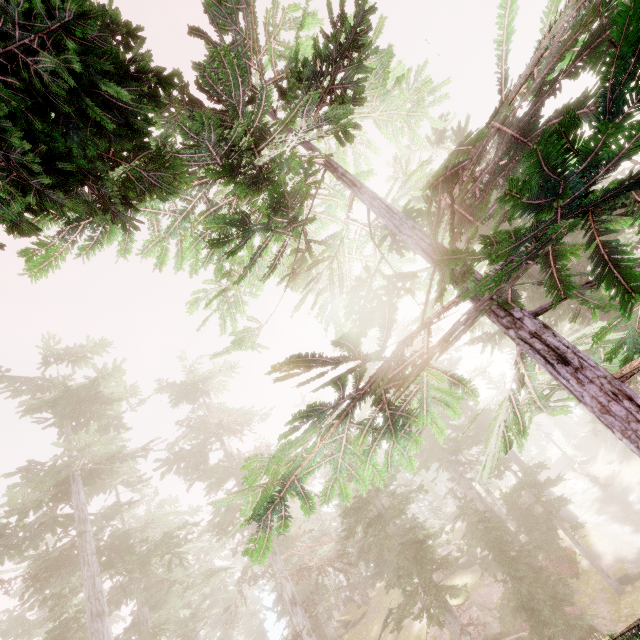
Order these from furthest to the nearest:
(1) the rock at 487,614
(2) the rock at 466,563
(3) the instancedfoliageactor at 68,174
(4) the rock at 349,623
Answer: (4) the rock at 349,623 → (2) the rock at 466,563 → (1) the rock at 487,614 → (3) the instancedfoliageactor at 68,174

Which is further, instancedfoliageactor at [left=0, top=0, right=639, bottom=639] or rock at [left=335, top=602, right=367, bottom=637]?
rock at [left=335, top=602, right=367, bottom=637]

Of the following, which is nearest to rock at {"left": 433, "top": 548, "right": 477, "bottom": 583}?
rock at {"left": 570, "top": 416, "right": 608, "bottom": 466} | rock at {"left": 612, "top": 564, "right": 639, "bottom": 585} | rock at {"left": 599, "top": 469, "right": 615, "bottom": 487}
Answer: rock at {"left": 612, "top": 564, "right": 639, "bottom": 585}

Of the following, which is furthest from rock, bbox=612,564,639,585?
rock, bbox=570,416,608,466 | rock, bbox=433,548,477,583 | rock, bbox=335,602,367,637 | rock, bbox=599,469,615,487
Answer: rock, bbox=570,416,608,466

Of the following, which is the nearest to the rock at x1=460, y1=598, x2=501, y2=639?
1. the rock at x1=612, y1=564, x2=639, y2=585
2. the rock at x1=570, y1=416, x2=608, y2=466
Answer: the rock at x1=612, y1=564, x2=639, y2=585

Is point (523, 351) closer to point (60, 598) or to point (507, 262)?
point (507, 262)

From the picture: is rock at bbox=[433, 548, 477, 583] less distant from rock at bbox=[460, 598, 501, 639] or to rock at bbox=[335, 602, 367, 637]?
rock at bbox=[460, 598, 501, 639]

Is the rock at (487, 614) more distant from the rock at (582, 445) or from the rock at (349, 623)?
the rock at (582, 445)
